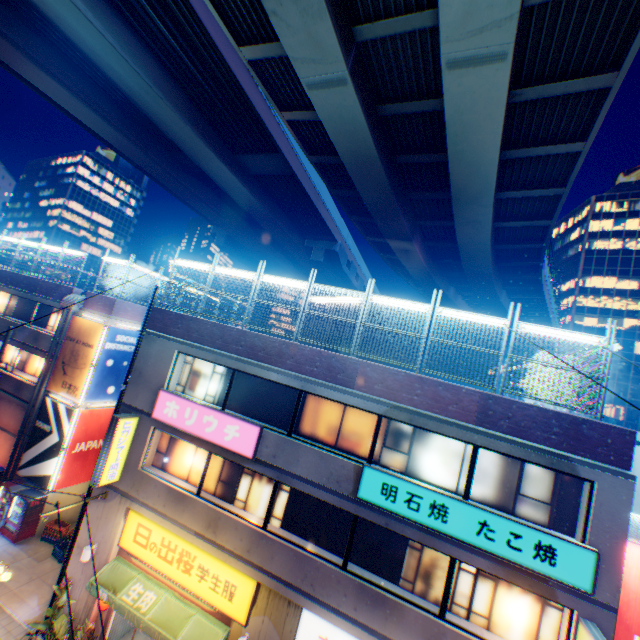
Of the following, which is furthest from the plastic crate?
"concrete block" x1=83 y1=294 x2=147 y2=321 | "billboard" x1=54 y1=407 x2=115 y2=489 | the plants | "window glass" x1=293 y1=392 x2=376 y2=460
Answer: "window glass" x1=293 y1=392 x2=376 y2=460

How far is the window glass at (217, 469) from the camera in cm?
1147

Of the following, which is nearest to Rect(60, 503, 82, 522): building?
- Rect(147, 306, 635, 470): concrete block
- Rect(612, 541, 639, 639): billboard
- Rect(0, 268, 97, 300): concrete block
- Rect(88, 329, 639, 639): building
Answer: Rect(0, 268, 97, 300): concrete block

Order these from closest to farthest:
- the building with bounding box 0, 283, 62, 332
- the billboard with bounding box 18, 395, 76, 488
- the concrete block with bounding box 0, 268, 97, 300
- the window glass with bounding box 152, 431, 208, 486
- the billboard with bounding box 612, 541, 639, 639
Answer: the billboard with bounding box 612, 541, 639, 639 → the window glass with bounding box 152, 431, 208, 486 → the billboard with bounding box 18, 395, 76, 488 → the concrete block with bounding box 0, 268, 97, 300 → the building with bounding box 0, 283, 62, 332

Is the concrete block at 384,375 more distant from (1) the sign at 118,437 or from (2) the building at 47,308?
(2) the building at 47,308

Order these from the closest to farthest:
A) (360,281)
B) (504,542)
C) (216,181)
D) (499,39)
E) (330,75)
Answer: (504,542) → (499,39) → (330,75) → (216,181) → (360,281)

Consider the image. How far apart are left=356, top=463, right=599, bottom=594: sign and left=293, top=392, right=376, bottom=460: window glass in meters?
0.6 m

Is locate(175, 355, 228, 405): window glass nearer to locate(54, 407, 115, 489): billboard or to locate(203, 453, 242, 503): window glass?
locate(203, 453, 242, 503): window glass
